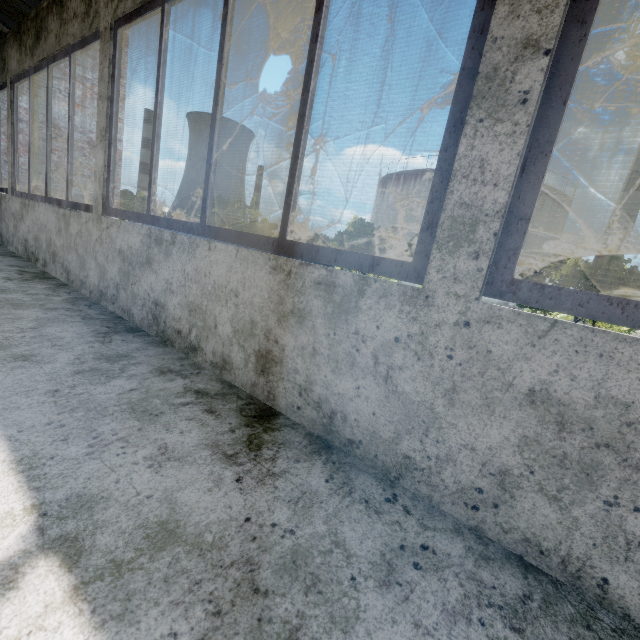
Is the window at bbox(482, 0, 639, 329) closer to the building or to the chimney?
the building

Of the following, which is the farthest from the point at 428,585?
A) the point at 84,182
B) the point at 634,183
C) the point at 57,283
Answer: A: the point at 634,183

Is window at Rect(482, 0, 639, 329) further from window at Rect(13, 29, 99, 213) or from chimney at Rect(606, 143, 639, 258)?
chimney at Rect(606, 143, 639, 258)

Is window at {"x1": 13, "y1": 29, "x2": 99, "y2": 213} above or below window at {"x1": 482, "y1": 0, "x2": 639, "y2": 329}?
above

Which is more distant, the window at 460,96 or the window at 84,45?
the window at 84,45

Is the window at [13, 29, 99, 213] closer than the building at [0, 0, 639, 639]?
No

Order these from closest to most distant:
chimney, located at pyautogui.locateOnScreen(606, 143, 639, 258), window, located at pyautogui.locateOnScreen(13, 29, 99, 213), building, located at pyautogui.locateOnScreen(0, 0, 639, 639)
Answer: building, located at pyautogui.locateOnScreen(0, 0, 639, 639), window, located at pyautogui.locateOnScreen(13, 29, 99, 213), chimney, located at pyautogui.locateOnScreen(606, 143, 639, 258)

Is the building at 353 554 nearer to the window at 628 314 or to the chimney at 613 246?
the window at 628 314
